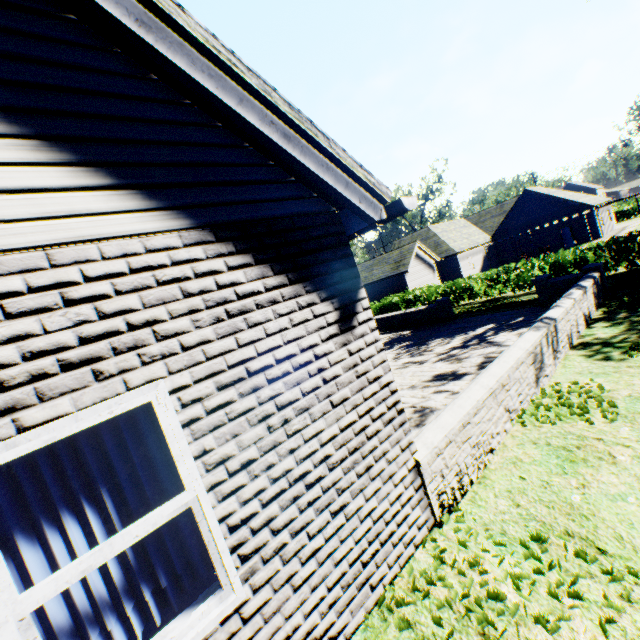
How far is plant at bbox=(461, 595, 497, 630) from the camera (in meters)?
2.36

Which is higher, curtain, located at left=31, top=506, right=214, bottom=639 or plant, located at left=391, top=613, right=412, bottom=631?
curtain, located at left=31, top=506, right=214, bottom=639

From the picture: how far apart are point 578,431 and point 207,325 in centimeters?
477cm

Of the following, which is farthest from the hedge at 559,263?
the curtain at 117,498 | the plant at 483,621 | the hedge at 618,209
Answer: the hedge at 618,209

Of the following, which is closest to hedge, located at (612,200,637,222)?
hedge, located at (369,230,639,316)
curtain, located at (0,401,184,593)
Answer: hedge, located at (369,230,639,316)

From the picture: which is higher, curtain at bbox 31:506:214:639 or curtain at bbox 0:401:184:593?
curtain at bbox 0:401:184:593

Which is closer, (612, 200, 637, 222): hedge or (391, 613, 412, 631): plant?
(391, 613, 412, 631): plant

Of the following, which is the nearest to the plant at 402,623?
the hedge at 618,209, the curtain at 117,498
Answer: the hedge at 618,209
